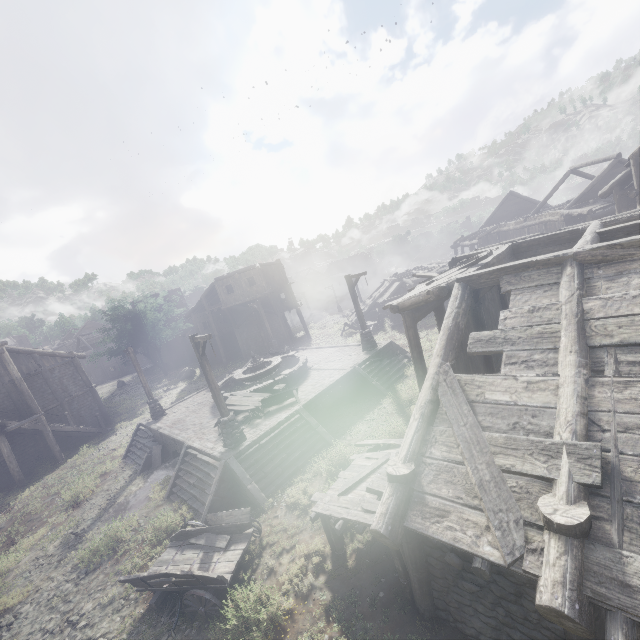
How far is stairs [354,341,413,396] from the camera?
16.8 meters

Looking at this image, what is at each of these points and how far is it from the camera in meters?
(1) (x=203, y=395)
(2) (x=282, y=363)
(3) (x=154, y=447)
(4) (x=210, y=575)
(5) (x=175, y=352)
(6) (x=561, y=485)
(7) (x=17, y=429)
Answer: (1) building base, 22.1 m
(2) fountain, 21.4 m
(3) stairs, 17.5 m
(4) cart, 7.7 m
(5) building, 47.3 m
(6) building, 4.4 m
(7) building, 22.8 m

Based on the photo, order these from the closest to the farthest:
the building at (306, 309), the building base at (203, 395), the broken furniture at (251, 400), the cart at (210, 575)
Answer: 1. the cart at (210, 575)
2. the building base at (203, 395)
3. the broken furniture at (251, 400)
4. the building at (306, 309)

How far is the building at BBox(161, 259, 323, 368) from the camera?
32.6 meters

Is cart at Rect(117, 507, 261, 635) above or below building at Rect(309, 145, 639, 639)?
below

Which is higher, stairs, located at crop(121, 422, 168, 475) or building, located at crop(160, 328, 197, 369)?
building, located at crop(160, 328, 197, 369)

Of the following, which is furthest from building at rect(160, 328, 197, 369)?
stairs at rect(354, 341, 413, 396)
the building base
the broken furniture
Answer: the broken furniture

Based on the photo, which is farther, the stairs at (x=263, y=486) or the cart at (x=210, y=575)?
the stairs at (x=263, y=486)
